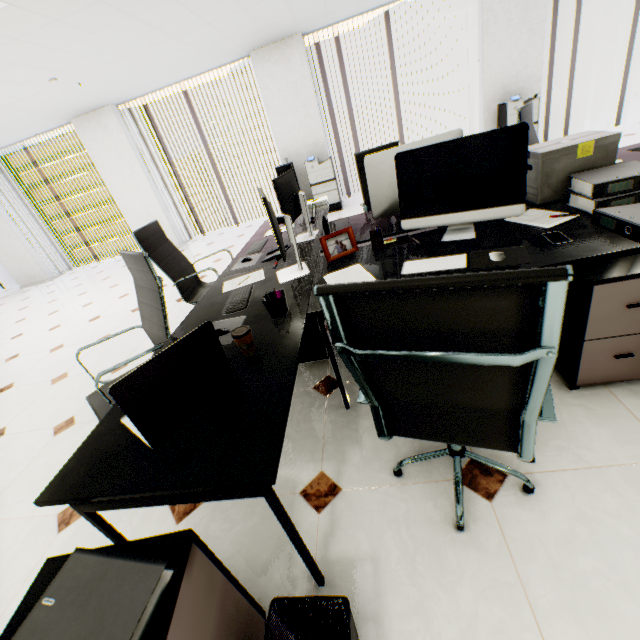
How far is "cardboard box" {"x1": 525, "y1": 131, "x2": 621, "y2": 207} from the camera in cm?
177

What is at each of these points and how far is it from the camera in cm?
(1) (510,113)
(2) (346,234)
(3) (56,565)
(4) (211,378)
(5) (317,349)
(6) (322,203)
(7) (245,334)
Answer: (1) copier, 563
(2) picture frame, 211
(3) rolling cabinet, 90
(4) laptop, 116
(5) computer base unit, 243
(6) paper stack, 353
(7) coffee cup, 133

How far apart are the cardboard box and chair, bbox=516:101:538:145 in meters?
1.0

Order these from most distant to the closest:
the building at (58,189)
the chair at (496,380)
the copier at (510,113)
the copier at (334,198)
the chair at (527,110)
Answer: the building at (58,189) → the copier at (334,198) → the copier at (510,113) → the chair at (527,110) → the chair at (496,380)

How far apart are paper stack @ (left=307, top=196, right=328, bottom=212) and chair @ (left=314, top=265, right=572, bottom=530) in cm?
250

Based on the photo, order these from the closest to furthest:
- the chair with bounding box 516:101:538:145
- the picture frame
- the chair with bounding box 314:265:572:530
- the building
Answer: the chair with bounding box 314:265:572:530
the picture frame
the chair with bounding box 516:101:538:145
the building

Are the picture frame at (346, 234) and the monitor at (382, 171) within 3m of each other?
yes

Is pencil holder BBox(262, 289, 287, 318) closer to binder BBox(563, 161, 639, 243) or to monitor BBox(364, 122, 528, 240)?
monitor BBox(364, 122, 528, 240)
